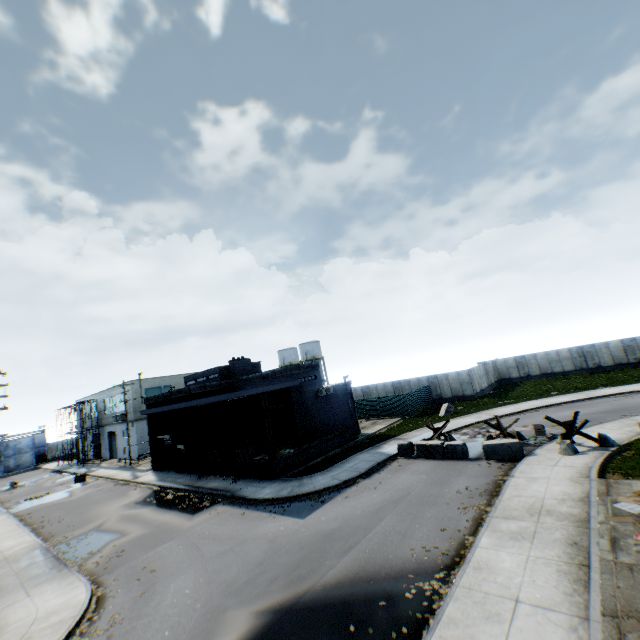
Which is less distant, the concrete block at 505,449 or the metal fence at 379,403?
the concrete block at 505,449

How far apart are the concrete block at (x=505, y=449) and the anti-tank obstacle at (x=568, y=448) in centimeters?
173cm

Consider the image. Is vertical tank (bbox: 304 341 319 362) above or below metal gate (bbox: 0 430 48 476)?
above

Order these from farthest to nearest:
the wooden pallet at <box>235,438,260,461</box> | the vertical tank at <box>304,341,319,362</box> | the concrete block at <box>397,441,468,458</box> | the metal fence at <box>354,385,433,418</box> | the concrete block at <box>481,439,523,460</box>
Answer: the vertical tank at <box>304,341,319,362</box> → the metal fence at <box>354,385,433,418</box> → the wooden pallet at <box>235,438,260,461</box> → the concrete block at <box>397,441,468,458</box> → the concrete block at <box>481,439,523,460</box>

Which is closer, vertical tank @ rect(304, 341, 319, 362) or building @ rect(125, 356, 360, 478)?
building @ rect(125, 356, 360, 478)

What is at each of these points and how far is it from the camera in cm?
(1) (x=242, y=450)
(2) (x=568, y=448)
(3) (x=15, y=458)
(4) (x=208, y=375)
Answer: (1) wooden pallet, 2309
(2) anti-tank obstacle, 1524
(3) metal gate, 5616
(4) building, 3150

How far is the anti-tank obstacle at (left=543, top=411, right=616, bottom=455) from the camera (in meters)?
15.22

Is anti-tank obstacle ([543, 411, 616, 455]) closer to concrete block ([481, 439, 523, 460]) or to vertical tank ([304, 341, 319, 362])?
concrete block ([481, 439, 523, 460])
